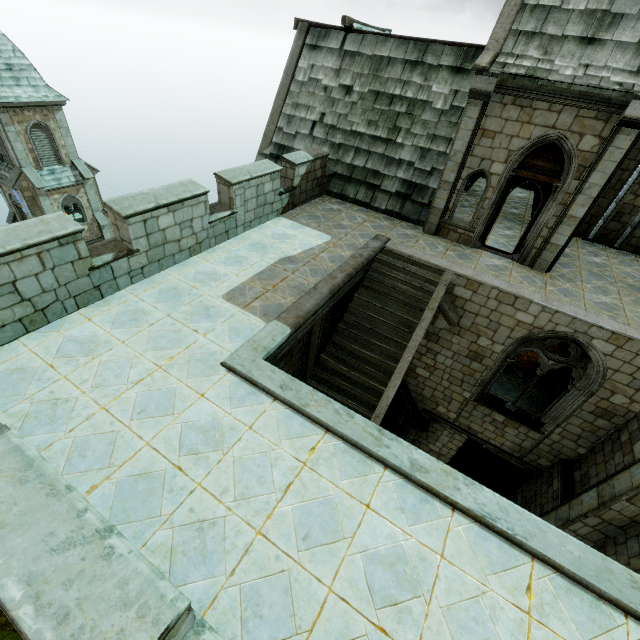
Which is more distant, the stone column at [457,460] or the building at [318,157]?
the stone column at [457,460]

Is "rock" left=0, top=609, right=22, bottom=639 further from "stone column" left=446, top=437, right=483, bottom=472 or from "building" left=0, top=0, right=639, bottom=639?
"stone column" left=446, top=437, right=483, bottom=472

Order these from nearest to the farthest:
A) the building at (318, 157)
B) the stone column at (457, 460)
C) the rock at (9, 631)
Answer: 1. the building at (318, 157)
2. the rock at (9, 631)
3. the stone column at (457, 460)

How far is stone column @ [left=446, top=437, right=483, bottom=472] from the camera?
13.2m

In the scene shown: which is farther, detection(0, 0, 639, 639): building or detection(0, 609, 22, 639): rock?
detection(0, 609, 22, 639): rock

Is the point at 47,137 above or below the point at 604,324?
below

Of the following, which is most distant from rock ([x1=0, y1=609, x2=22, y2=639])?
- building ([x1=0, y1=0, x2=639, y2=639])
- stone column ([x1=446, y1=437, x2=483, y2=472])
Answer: stone column ([x1=446, y1=437, x2=483, y2=472])
